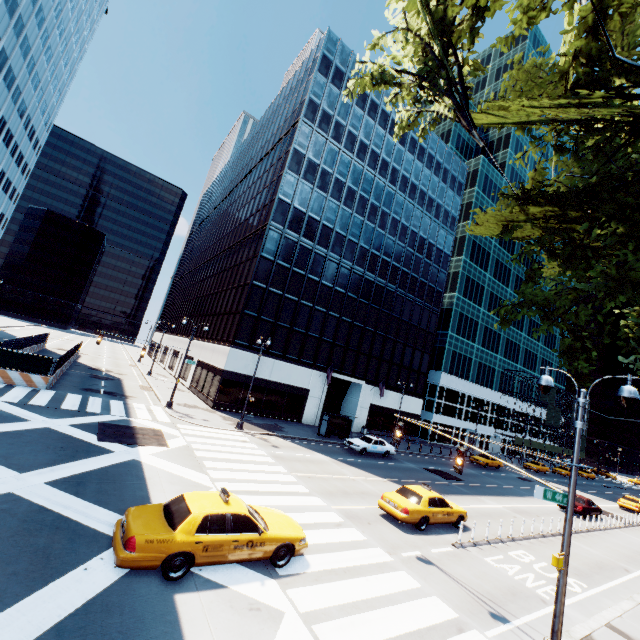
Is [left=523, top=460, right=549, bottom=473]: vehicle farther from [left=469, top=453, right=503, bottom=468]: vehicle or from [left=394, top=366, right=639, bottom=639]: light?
[left=394, top=366, right=639, bottom=639]: light

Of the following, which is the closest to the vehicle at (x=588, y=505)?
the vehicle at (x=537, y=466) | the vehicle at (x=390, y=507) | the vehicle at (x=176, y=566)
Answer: the vehicle at (x=390, y=507)

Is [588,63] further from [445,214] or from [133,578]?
[445,214]

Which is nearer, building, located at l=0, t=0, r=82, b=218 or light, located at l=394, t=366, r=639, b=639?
light, located at l=394, t=366, r=639, b=639

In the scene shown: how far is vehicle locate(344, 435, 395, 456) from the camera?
27.94m

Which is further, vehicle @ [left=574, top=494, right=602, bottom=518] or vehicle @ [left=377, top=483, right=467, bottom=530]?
vehicle @ [left=574, top=494, right=602, bottom=518]

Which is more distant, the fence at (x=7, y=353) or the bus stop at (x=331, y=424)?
the bus stop at (x=331, y=424)

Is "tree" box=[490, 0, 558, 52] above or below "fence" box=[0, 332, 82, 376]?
above
